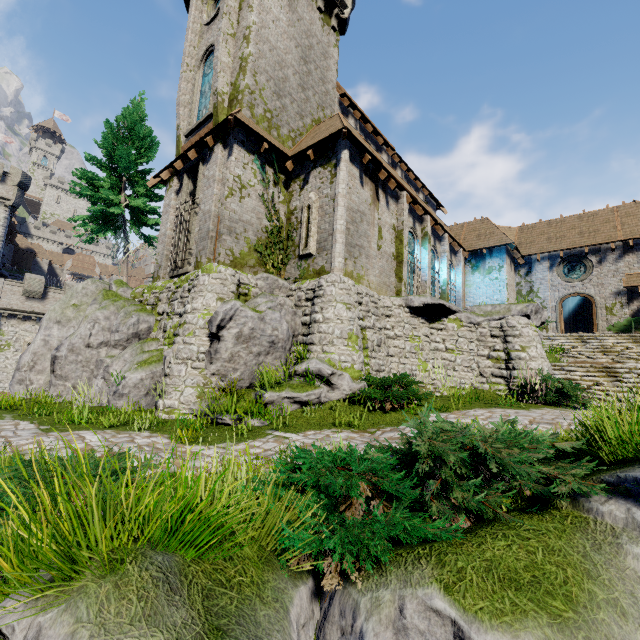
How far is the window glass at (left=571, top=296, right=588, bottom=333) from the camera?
25.7 meters

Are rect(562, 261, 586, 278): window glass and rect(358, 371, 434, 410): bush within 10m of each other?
no

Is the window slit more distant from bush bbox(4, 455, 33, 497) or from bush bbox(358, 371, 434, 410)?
bush bbox(4, 455, 33, 497)

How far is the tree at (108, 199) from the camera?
18.0 meters

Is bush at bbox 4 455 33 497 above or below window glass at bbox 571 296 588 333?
below

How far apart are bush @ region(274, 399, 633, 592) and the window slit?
9.1m

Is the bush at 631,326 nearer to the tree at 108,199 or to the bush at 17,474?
the bush at 17,474

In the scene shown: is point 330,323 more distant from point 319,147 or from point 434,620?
point 434,620
